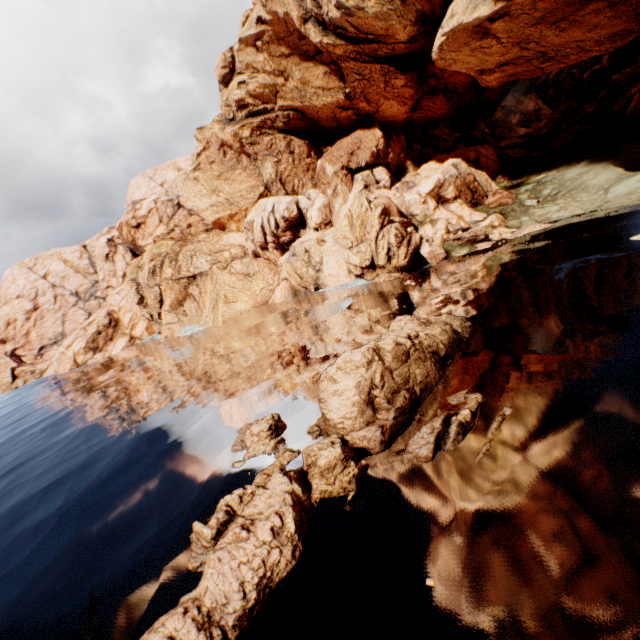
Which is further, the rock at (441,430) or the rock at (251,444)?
the rock at (251,444)

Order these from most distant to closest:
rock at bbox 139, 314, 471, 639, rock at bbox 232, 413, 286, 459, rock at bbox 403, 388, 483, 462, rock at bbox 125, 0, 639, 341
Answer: rock at bbox 125, 0, 639, 341 → rock at bbox 232, 413, 286, 459 → rock at bbox 403, 388, 483, 462 → rock at bbox 139, 314, 471, 639

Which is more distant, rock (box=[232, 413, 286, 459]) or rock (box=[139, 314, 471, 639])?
rock (box=[232, 413, 286, 459])

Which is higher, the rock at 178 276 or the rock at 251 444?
the rock at 178 276

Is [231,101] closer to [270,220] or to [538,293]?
[270,220]

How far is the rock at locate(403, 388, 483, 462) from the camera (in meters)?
9.14
